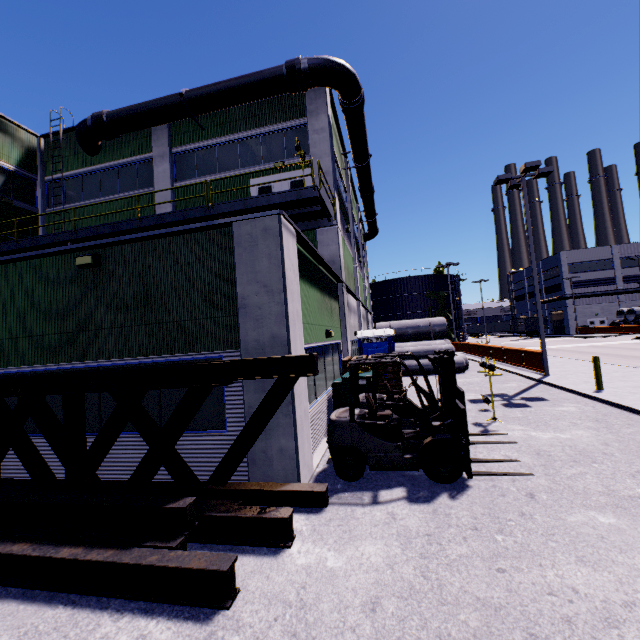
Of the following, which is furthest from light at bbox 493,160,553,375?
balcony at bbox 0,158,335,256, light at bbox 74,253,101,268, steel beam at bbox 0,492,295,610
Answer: light at bbox 74,253,101,268

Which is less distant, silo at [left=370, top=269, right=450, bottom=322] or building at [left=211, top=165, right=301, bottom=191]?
building at [left=211, top=165, right=301, bottom=191]

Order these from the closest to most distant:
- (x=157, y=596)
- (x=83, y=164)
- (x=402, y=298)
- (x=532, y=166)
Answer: (x=157, y=596), (x=532, y=166), (x=83, y=164), (x=402, y=298)

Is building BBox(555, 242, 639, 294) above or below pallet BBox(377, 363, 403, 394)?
above

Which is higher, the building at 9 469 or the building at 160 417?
the building at 160 417

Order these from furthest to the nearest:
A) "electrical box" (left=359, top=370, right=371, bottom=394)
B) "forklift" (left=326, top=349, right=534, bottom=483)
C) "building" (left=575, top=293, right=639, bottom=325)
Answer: "building" (left=575, top=293, right=639, bottom=325), "electrical box" (left=359, top=370, right=371, bottom=394), "forklift" (left=326, top=349, right=534, bottom=483)

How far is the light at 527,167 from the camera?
Result: 15.1 meters

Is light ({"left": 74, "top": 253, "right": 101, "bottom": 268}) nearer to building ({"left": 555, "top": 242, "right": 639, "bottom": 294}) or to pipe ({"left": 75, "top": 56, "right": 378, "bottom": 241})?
building ({"left": 555, "top": 242, "right": 639, "bottom": 294})
